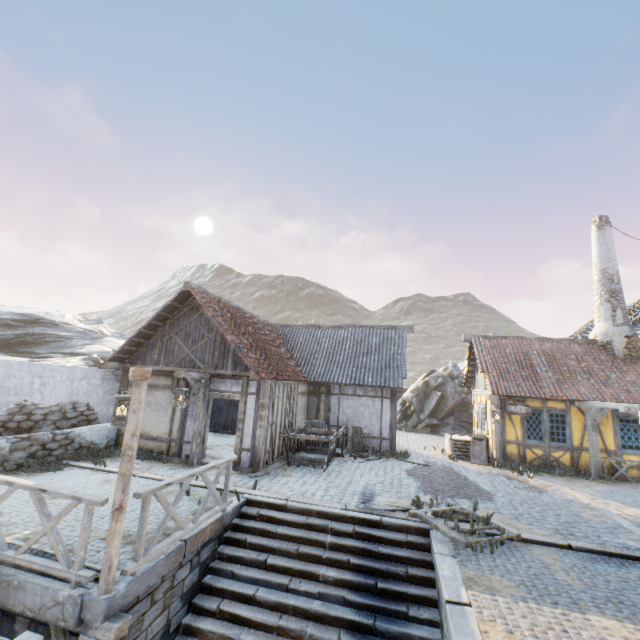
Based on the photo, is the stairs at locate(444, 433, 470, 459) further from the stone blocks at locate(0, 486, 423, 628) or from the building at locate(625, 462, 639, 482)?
the building at locate(625, 462, 639, 482)

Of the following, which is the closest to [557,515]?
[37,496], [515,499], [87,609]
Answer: [515,499]

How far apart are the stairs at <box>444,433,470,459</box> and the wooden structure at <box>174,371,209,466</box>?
10.7 meters

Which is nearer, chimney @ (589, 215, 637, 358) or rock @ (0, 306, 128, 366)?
chimney @ (589, 215, 637, 358)

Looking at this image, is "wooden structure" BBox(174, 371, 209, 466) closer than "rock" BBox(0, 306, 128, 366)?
Yes

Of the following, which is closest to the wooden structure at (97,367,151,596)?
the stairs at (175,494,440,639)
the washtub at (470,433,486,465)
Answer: the stairs at (175,494,440,639)

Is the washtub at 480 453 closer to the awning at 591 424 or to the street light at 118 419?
the awning at 591 424

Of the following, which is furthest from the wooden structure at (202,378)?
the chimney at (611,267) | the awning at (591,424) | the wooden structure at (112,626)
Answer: the chimney at (611,267)
